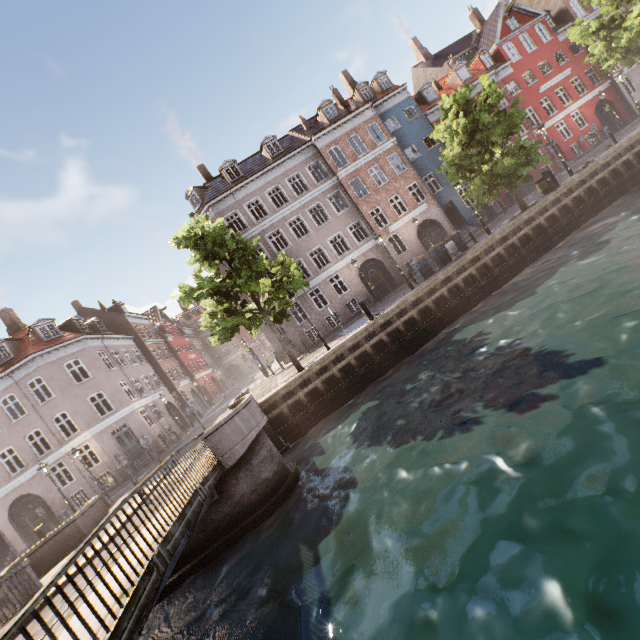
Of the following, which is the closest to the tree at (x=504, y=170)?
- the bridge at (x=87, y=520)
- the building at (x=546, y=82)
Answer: the bridge at (x=87, y=520)

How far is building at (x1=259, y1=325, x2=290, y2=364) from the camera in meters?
26.7 m

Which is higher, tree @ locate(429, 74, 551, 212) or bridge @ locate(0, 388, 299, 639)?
tree @ locate(429, 74, 551, 212)

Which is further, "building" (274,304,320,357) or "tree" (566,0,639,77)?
"building" (274,304,320,357)

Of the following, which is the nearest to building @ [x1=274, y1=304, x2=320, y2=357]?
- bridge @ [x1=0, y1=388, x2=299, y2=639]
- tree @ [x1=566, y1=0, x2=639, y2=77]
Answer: tree @ [x1=566, y1=0, x2=639, y2=77]

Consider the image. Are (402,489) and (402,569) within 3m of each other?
yes

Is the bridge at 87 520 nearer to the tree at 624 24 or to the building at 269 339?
the tree at 624 24
